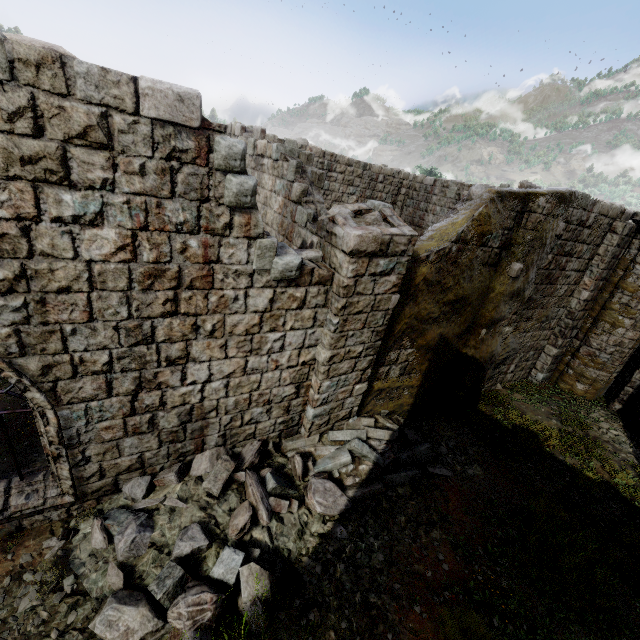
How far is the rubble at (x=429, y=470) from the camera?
7.16m

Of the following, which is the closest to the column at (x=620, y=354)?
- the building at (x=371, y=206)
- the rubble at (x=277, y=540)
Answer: the building at (x=371, y=206)

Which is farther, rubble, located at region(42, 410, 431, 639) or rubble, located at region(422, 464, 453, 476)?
rubble, located at region(422, 464, 453, 476)

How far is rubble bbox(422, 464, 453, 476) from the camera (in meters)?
7.16

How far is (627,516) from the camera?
6.87m

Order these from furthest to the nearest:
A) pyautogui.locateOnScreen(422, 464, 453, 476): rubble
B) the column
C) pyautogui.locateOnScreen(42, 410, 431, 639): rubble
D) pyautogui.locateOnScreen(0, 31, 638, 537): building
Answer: the column → pyautogui.locateOnScreen(422, 464, 453, 476): rubble → pyautogui.locateOnScreen(42, 410, 431, 639): rubble → pyautogui.locateOnScreen(0, 31, 638, 537): building

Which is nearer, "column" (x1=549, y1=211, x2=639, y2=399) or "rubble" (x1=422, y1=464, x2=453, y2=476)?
"rubble" (x1=422, y1=464, x2=453, y2=476)
